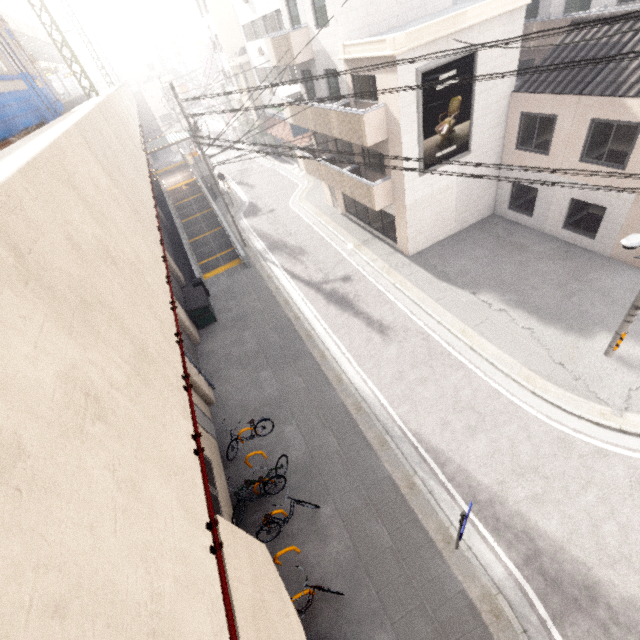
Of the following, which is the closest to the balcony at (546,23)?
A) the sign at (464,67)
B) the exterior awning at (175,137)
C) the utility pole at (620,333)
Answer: the sign at (464,67)

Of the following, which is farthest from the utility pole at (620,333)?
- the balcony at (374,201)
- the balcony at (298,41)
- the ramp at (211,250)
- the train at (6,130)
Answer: the ramp at (211,250)

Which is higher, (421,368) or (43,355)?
(43,355)

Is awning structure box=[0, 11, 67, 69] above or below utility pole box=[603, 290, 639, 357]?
above

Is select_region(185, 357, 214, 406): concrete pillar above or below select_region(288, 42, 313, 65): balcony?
below

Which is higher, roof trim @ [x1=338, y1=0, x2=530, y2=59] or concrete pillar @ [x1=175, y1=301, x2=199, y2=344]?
roof trim @ [x1=338, y1=0, x2=530, y2=59]

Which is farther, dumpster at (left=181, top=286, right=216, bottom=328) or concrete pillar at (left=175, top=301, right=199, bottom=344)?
dumpster at (left=181, top=286, right=216, bottom=328)

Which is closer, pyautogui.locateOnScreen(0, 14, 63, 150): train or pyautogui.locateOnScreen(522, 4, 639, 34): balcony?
pyautogui.locateOnScreen(0, 14, 63, 150): train
